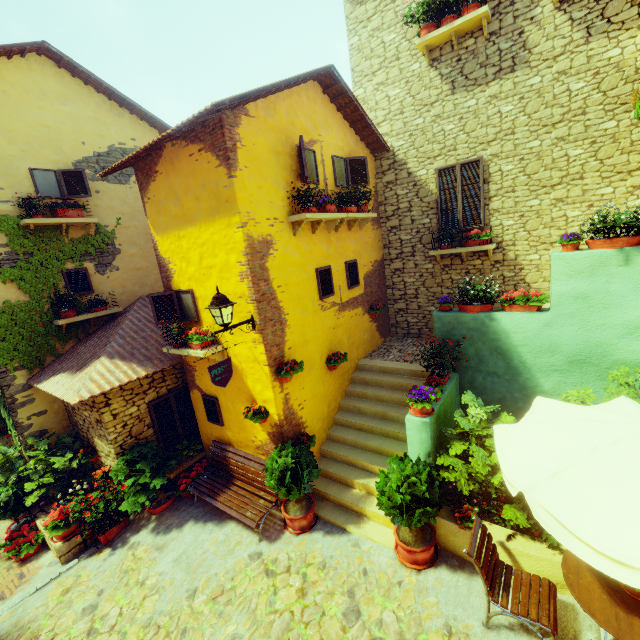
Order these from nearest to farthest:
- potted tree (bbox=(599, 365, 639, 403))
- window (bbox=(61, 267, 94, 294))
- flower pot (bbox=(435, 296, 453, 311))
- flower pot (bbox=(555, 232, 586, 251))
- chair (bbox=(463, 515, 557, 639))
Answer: chair (bbox=(463, 515, 557, 639))
potted tree (bbox=(599, 365, 639, 403))
flower pot (bbox=(555, 232, 586, 251))
flower pot (bbox=(435, 296, 453, 311))
window (bbox=(61, 267, 94, 294))

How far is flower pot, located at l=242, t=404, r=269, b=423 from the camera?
6.1m

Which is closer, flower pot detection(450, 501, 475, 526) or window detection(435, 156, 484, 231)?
flower pot detection(450, 501, 475, 526)

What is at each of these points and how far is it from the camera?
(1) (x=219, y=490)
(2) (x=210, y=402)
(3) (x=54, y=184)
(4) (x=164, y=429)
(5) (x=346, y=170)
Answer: (1) bench, 6.82m
(2) window, 7.47m
(3) window, 8.16m
(4) window, 7.83m
(5) window, 7.93m

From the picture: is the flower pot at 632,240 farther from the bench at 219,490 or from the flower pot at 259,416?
the bench at 219,490

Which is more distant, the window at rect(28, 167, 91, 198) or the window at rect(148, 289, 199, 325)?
the window at rect(28, 167, 91, 198)

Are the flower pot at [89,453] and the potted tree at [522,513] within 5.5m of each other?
no

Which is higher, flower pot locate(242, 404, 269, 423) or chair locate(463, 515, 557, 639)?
flower pot locate(242, 404, 269, 423)
